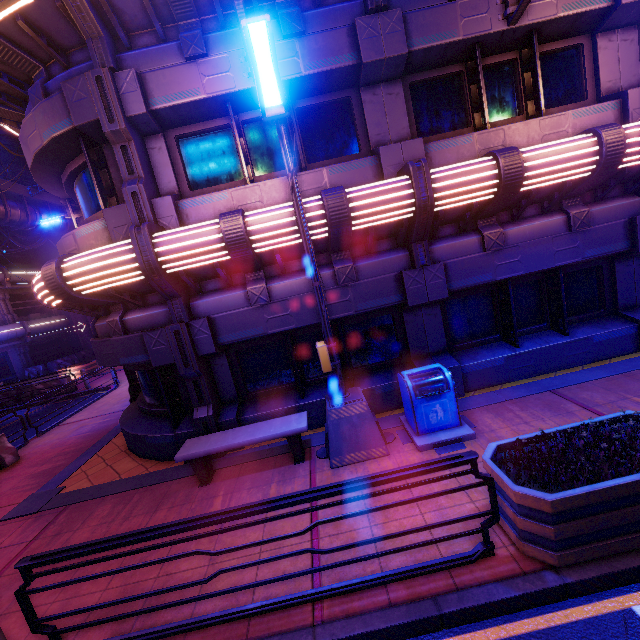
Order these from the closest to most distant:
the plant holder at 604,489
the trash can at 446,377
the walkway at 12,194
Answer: the plant holder at 604,489
the trash can at 446,377
the walkway at 12,194

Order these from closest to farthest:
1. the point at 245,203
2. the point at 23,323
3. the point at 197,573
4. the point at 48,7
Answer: the point at 197,573
the point at 48,7
the point at 245,203
the point at 23,323

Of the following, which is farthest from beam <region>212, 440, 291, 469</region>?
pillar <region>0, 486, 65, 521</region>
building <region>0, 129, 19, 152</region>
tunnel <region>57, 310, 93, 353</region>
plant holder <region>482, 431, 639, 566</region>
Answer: building <region>0, 129, 19, 152</region>

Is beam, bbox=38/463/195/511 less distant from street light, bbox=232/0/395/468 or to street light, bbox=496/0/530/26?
street light, bbox=232/0/395/468

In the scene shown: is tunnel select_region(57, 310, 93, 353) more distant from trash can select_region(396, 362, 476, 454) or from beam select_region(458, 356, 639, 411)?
trash can select_region(396, 362, 476, 454)

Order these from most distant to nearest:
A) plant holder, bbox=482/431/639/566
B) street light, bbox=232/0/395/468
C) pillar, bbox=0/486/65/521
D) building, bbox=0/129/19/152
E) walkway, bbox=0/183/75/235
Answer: building, bbox=0/129/19/152, walkway, bbox=0/183/75/235, pillar, bbox=0/486/65/521, street light, bbox=232/0/395/468, plant holder, bbox=482/431/639/566

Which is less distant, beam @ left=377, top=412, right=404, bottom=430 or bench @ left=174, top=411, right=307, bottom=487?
bench @ left=174, top=411, right=307, bottom=487

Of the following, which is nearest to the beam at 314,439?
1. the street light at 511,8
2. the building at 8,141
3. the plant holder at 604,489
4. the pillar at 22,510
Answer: the pillar at 22,510
